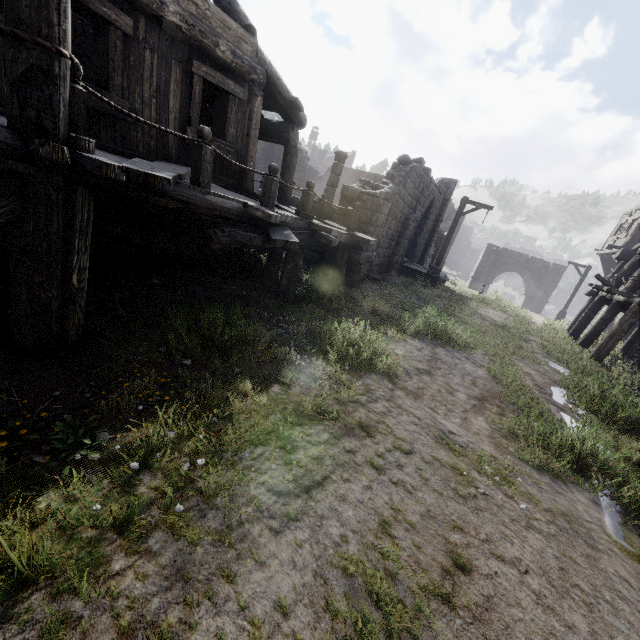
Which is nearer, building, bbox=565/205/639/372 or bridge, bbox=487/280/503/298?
building, bbox=565/205/639/372

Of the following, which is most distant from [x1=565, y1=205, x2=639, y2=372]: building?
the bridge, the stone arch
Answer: the bridge

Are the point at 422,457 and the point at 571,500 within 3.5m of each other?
yes

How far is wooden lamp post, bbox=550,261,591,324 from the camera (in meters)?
23.53

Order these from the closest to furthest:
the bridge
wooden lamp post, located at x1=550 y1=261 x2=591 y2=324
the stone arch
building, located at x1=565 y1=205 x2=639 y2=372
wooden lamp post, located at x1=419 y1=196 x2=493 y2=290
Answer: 1. building, located at x1=565 y1=205 x2=639 y2=372
2. wooden lamp post, located at x1=419 y1=196 x2=493 y2=290
3. the bridge
4. wooden lamp post, located at x1=550 y1=261 x2=591 y2=324
5. the stone arch

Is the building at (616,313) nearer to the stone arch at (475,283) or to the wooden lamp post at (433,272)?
the stone arch at (475,283)

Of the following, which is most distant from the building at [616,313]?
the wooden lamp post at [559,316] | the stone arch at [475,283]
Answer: the wooden lamp post at [559,316]

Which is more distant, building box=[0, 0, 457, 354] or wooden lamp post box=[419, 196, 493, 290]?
wooden lamp post box=[419, 196, 493, 290]
